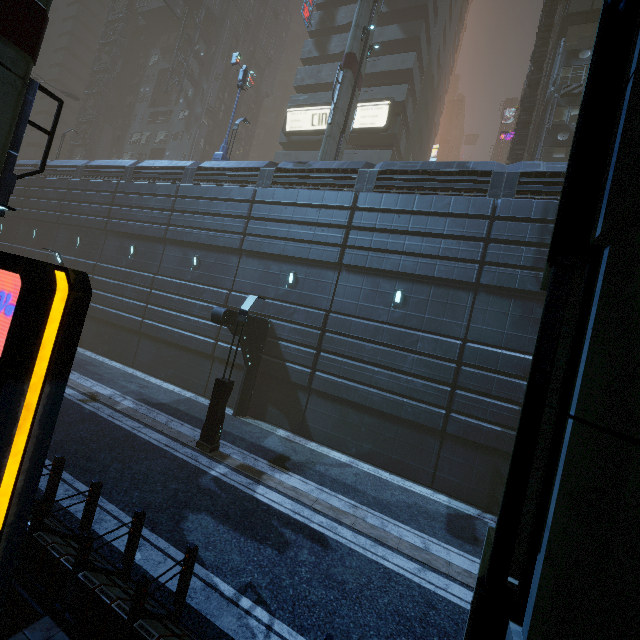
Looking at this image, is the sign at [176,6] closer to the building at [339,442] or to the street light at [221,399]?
the building at [339,442]

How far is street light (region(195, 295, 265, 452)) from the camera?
10.95m

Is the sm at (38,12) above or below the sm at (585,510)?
above

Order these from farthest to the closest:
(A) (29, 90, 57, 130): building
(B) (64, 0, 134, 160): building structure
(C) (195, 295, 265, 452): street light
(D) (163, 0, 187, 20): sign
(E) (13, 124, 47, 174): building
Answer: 1. (A) (29, 90, 57, 130): building
2. (B) (64, 0, 134, 160): building structure
3. (D) (163, 0, 187, 20): sign
4. (E) (13, 124, 47, 174): building
5. (C) (195, 295, 265, 452): street light

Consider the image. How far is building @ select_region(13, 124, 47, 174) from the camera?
28.9 meters

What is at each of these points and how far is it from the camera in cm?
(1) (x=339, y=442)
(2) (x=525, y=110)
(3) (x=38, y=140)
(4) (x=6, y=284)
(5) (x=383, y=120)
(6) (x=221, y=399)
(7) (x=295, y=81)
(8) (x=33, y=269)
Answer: (1) building, 1423
(2) building structure, 2512
(3) building, 5616
(4) building, 2655
(5) sign, 2773
(6) street light, 1095
(7) building, 3253
(8) sign, 242

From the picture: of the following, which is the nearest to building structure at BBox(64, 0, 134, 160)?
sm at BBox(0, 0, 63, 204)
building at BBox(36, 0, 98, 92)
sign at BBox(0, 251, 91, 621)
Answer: building at BBox(36, 0, 98, 92)

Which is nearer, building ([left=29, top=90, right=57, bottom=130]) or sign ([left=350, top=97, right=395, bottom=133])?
sign ([left=350, top=97, right=395, bottom=133])
